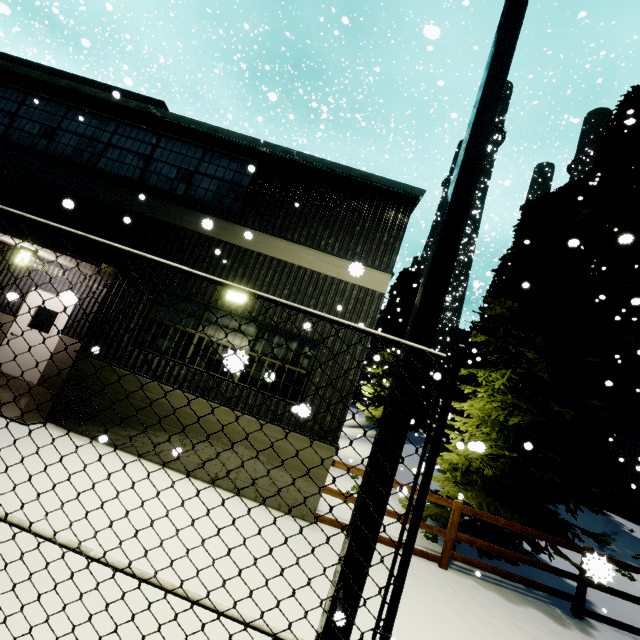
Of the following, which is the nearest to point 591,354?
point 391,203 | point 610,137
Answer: point 610,137

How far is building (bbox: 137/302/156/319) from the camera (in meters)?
7.21

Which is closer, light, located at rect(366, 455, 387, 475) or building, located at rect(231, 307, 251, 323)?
light, located at rect(366, 455, 387, 475)

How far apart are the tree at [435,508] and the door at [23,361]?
10.6 meters

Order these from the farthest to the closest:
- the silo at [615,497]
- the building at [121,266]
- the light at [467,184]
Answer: the silo at [615,497] < the building at [121,266] < the light at [467,184]

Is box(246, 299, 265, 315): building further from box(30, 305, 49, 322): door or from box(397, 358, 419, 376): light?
box(397, 358, 419, 376): light
